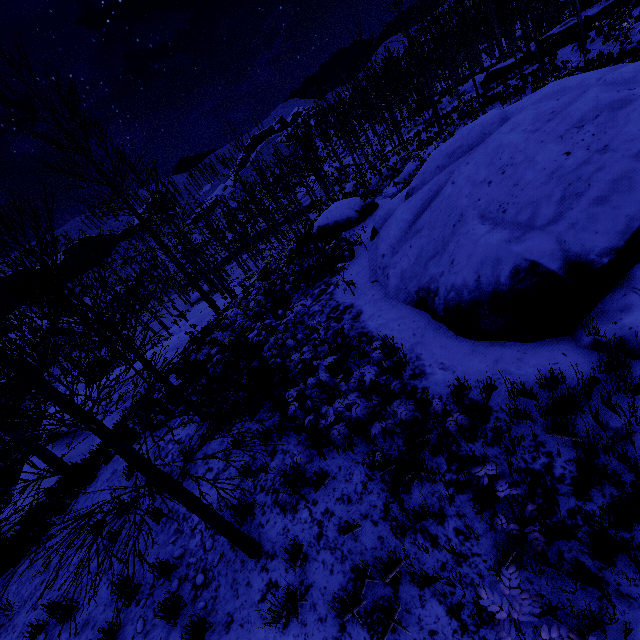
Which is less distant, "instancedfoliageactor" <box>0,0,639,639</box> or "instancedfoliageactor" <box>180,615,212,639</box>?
"instancedfoliageactor" <box>0,0,639,639</box>

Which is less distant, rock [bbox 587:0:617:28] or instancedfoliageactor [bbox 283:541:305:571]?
instancedfoliageactor [bbox 283:541:305:571]

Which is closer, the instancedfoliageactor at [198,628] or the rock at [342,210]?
the instancedfoliageactor at [198,628]

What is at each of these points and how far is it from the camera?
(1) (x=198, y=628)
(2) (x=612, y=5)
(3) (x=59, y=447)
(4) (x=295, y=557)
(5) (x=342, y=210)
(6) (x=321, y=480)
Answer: (1) instancedfoliageactor, 4.0 meters
(2) rock, 22.5 meters
(3) rock, 14.2 meters
(4) instancedfoliageactor, 4.1 meters
(5) rock, 17.3 meters
(6) instancedfoliageactor, 4.8 meters

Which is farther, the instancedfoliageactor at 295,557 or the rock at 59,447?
the rock at 59,447

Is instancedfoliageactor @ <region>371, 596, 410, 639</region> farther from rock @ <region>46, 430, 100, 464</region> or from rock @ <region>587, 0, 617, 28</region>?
rock @ <region>587, 0, 617, 28</region>

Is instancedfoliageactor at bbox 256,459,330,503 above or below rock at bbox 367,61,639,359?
below

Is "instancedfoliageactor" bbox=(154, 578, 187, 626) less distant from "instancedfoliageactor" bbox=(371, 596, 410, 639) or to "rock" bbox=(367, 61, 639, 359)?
"instancedfoliageactor" bbox=(371, 596, 410, 639)
